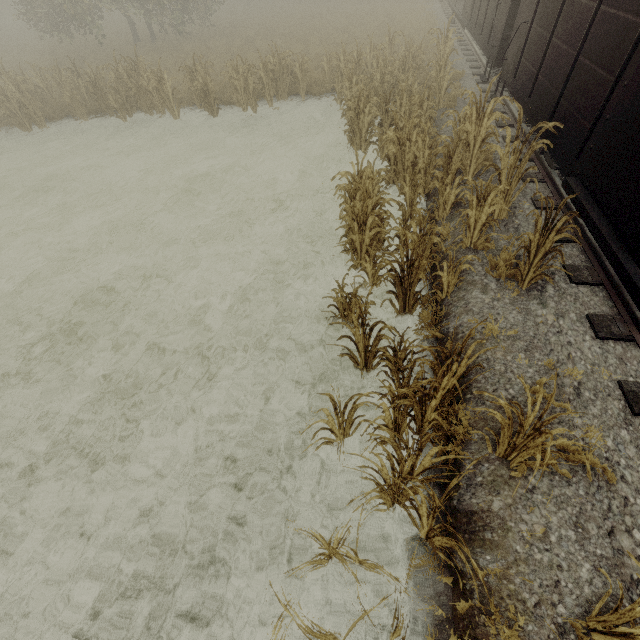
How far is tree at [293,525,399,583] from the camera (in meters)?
2.69

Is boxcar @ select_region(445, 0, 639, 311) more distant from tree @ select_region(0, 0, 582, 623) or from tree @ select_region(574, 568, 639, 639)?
tree @ select_region(0, 0, 582, 623)

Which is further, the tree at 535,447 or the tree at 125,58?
the tree at 125,58

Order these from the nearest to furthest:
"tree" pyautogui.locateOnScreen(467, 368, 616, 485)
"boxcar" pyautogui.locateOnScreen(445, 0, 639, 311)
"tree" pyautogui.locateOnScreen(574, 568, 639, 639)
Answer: "tree" pyautogui.locateOnScreen(574, 568, 639, 639), "tree" pyautogui.locateOnScreen(467, 368, 616, 485), "boxcar" pyautogui.locateOnScreen(445, 0, 639, 311)

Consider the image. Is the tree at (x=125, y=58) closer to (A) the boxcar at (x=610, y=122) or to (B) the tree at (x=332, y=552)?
(A) the boxcar at (x=610, y=122)

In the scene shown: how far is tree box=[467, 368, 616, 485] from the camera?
2.6 meters

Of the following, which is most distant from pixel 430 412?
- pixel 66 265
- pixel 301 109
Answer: pixel 301 109

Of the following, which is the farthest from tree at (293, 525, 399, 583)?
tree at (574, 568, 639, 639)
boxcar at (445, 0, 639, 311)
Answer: tree at (574, 568, 639, 639)
